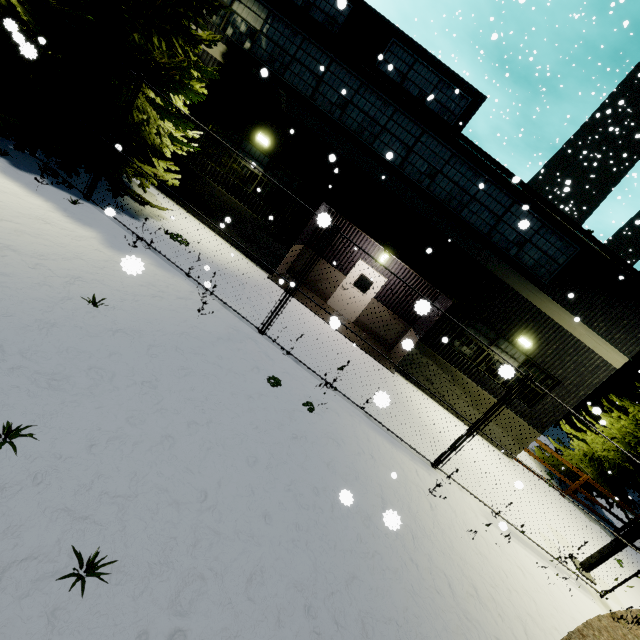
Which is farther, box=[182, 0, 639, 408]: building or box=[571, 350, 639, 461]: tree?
box=[571, 350, 639, 461]: tree

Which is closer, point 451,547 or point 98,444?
point 98,444

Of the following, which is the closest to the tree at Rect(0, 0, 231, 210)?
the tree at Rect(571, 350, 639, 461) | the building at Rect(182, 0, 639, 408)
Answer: the building at Rect(182, 0, 639, 408)

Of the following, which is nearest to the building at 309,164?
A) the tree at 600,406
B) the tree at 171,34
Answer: the tree at 171,34

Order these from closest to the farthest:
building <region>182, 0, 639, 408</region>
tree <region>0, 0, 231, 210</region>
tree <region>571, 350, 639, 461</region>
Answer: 1. tree <region>0, 0, 231, 210</region>
2. building <region>182, 0, 639, 408</region>
3. tree <region>571, 350, 639, 461</region>
